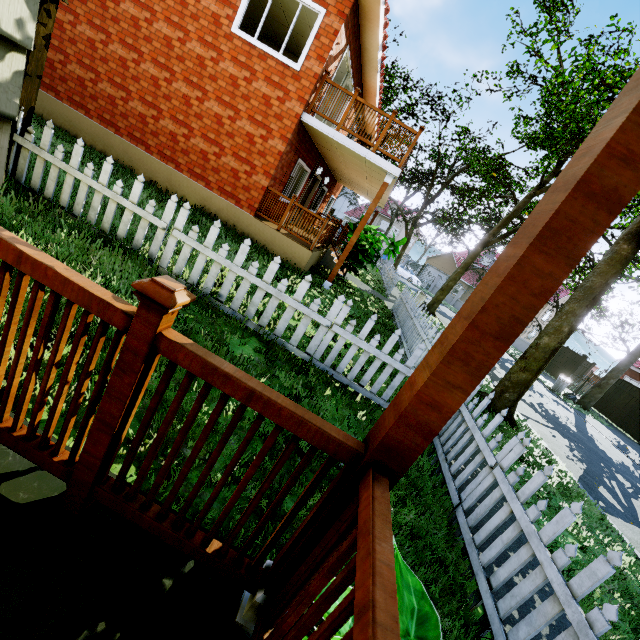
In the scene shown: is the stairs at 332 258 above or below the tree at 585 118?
below

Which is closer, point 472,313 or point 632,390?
point 472,313

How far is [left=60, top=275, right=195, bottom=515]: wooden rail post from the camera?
1.01m

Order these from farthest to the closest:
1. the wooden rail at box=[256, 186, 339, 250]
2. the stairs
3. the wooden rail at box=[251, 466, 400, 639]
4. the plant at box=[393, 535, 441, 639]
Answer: the stairs → the wooden rail at box=[256, 186, 339, 250] → the plant at box=[393, 535, 441, 639] → the wooden rail at box=[251, 466, 400, 639]

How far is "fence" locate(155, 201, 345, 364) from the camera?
4.2m

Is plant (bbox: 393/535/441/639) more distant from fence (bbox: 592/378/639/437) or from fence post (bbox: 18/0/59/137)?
fence (bbox: 592/378/639/437)

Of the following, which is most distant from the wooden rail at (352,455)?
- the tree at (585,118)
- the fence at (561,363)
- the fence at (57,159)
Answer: the fence at (561,363)
